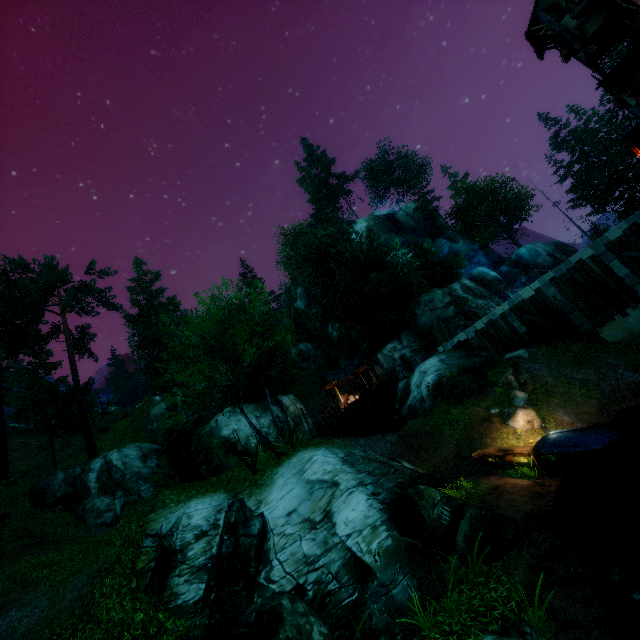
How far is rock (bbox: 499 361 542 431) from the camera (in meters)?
16.92

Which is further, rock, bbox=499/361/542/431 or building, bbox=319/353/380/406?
building, bbox=319/353/380/406

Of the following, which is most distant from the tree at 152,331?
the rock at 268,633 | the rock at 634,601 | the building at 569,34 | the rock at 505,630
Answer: the rock at 634,601

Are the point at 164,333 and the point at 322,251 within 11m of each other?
no

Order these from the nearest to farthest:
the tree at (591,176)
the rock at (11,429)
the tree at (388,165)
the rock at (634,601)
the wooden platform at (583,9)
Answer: the rock at (634,601) < the wooden platform at (583,9) < the tree at (591,176) < the rock at (11,429) < the tree at (388,165)

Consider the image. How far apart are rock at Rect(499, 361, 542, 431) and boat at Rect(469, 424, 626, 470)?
3.4 meters

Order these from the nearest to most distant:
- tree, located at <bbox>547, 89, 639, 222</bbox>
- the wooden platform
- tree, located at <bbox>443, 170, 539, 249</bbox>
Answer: the wooden platform, tree, located at <bbox>547, 89, 639, 222</bbox>, tree, located at <bbox>443, 170, 539, 249</bbox>

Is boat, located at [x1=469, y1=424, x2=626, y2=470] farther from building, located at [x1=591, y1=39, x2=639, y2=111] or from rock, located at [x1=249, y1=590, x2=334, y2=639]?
building, located at [x1=591, y1=39, x2=639, y2=111]
